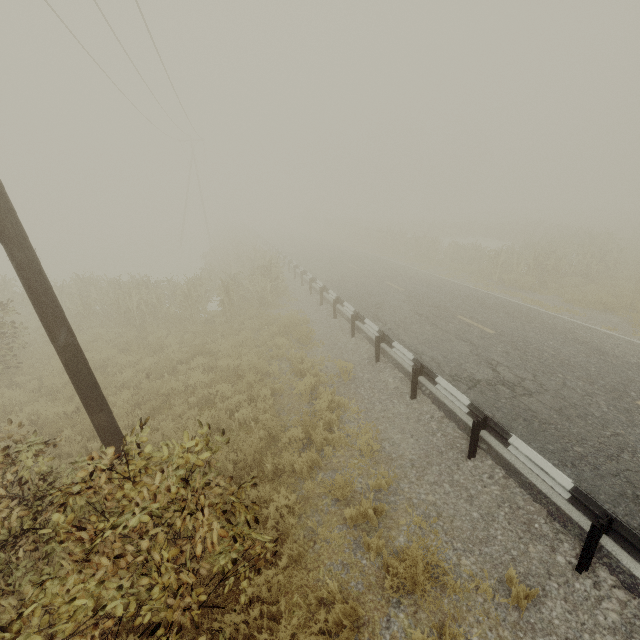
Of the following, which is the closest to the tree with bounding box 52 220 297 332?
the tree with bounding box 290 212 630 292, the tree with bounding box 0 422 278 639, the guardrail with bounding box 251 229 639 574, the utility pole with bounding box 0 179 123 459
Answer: the guardrail with bounding box 251 229 639 574

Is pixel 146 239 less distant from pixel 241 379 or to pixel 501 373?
pixel 241 379

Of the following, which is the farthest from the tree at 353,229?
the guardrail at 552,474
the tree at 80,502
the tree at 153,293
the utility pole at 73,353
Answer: the utility pole at 73,353

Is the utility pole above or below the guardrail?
above

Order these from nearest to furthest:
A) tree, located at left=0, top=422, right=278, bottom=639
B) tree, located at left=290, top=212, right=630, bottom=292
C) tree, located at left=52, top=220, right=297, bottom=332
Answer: tree, located at left=0, top=422, right=278, bottom=639 < tree, located at left=52, top=220, right=297, bottom=332 < tree, located at left=290, top=212, right=630, bottom=292

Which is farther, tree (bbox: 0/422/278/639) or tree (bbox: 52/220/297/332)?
tree (bbox: 52/220/297/332)

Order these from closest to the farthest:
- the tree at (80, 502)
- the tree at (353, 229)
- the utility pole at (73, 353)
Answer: the tree at (80, 502), the utility pole at (73, 353), the tree at (353, 229)

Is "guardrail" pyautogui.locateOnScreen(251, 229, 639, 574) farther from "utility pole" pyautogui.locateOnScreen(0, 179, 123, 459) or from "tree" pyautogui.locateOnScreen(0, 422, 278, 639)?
"utility pole" pyautogui.locateOnScreen(0, 179, 123, 459)
